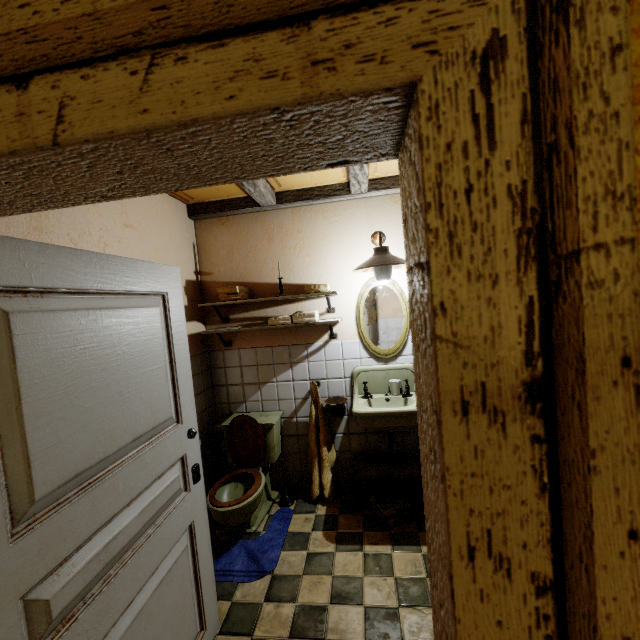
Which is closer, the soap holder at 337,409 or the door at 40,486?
the door at 40,486

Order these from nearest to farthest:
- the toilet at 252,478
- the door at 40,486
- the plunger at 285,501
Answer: the door at 40,486 → the toilet at 252,478 → the plunger at 285,501

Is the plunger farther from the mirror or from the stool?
the mirror

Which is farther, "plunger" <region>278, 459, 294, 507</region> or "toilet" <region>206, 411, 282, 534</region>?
"plunger" <region>278, 459, 294, 507</region>

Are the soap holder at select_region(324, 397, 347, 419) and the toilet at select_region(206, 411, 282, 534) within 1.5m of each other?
yes

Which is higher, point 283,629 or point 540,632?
point 540,632

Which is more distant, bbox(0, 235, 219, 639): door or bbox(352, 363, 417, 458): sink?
bbox(352, 363, 417, 458): sink

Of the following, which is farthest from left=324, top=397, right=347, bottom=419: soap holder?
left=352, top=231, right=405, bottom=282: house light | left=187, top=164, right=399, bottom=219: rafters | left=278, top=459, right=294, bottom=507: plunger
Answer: left=187, top=164, right=399, bottom=219: rafters
